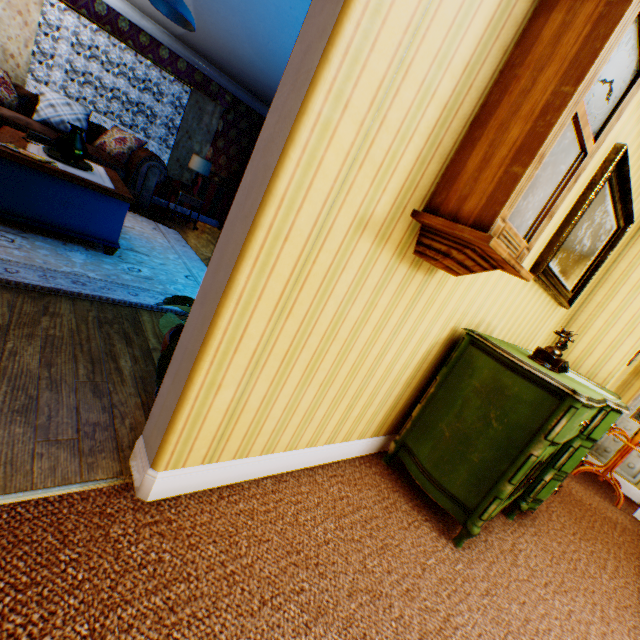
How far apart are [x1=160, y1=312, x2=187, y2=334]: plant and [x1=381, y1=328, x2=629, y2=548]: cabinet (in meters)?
1.18

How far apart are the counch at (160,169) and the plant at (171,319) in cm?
494

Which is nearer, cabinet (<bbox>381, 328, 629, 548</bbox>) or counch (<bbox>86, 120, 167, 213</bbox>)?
cabinet (<bbox>381, 328, 629, 548</bbox>)

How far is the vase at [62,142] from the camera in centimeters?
332cm

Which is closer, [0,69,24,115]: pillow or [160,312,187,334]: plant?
[160,312,187,334]: plant

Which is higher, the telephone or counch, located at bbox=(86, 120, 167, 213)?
the telephone

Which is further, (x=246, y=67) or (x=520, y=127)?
(x=246, y=67)

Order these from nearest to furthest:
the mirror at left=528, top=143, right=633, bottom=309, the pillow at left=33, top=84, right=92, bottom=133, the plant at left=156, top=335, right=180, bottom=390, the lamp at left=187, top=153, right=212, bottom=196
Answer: the plant at left=156, top=335, right=180, bottom=390, the mirror at left=528, top=143, right=633, bottom=309, the pillow at left=33, top=84, right=92, bottom=133, the lamp at left=187, top=153, right=212, bottom=196
